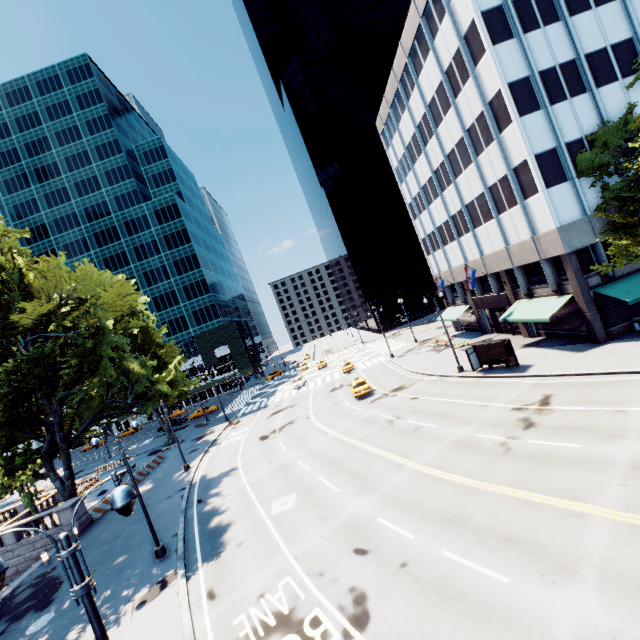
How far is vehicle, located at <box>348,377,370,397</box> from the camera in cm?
3200

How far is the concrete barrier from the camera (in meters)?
25.98

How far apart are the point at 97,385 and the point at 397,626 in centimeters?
3203cm

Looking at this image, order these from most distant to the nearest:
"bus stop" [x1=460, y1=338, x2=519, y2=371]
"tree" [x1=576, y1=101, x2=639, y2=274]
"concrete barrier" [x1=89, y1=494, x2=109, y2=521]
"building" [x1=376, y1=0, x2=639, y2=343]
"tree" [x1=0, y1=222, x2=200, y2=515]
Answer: "concrete barrier" [x1=89, y1=494, x2=109, y2=521] < "bus stop" [x1=460, y1=338, x2=519, y2=371] < "building" [x1=376, y1=0, x2=639, y2=343] < "tree" [x1=0, y1=222, x2=200, y2=515] < "tree" [x1=576, y1=101, x2=639, y2=274]

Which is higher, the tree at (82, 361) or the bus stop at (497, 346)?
the tree at (82, 361)

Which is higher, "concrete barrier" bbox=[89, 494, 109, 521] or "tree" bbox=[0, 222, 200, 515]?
"tree" bbox=[0, 222, 200, 515]

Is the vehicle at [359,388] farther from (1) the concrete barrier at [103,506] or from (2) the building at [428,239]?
(1) the concrete barrier at [103,506]

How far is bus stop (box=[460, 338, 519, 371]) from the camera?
24.7m
